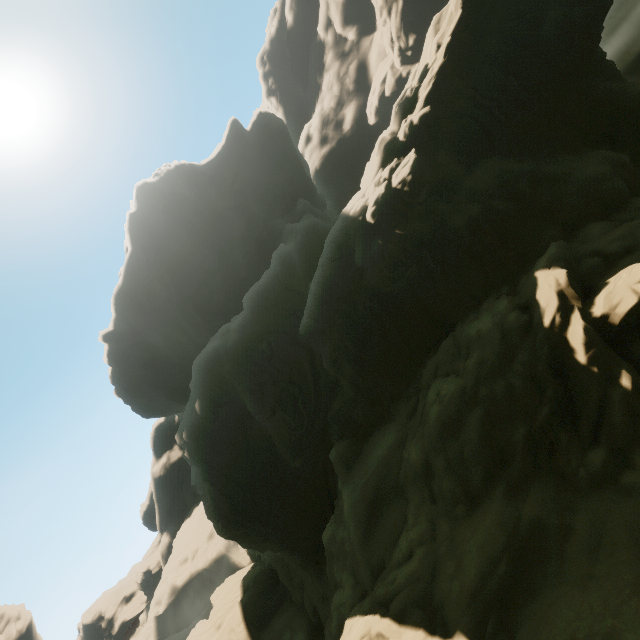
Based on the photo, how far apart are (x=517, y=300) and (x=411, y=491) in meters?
10.6 m
